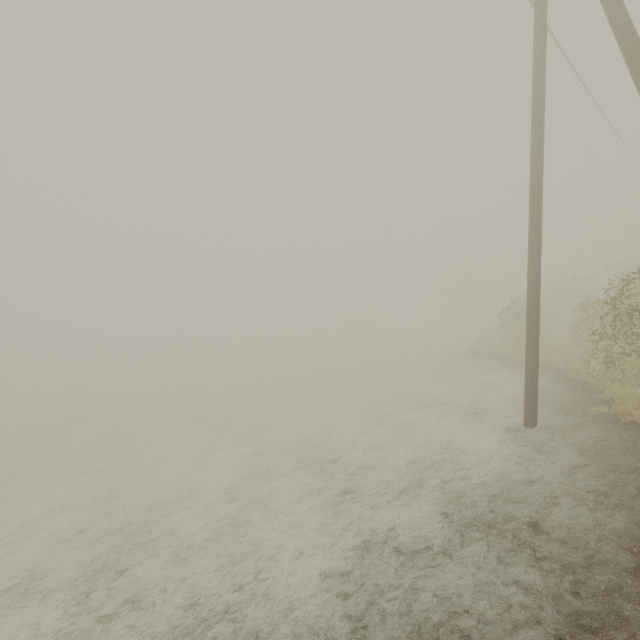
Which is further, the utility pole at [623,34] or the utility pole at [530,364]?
the utility pole at [530,364]

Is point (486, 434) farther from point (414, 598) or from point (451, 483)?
point (414, 598)

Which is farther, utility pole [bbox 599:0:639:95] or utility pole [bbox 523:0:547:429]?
utility pole [bbox 523:0:547:429]
